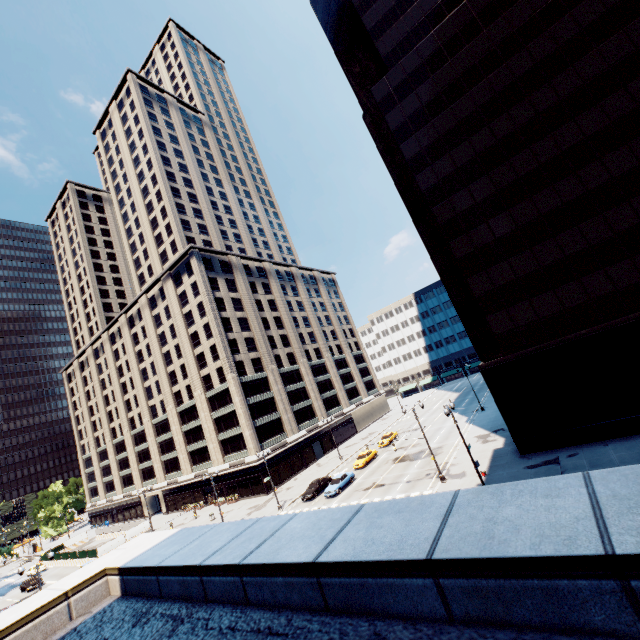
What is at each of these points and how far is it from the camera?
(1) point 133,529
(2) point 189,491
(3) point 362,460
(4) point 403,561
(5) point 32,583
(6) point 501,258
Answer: (1) fence, 52.2 meters
(2) building, 59.9 meters
(3) vehicle, 44.9 meters
(4) building, 2.5 meters
(5) vehicle, 47.1 meters
(6) building, 29.1 meters

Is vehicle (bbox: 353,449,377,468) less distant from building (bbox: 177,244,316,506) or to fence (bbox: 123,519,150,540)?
building (bbox: 177,244,316,506)

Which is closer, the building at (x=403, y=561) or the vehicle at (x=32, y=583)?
the building at (x=403, y=561)

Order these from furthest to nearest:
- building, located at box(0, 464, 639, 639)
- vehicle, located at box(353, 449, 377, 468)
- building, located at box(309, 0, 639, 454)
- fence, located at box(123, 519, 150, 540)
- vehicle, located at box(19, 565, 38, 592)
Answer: fence, located at box(123, 519, 150, 540) → vehicle, located at box(19, 565, 38, 592) → vehicle, located at box(353, 449, 377, 468) → building, located at box(309, 0, 639, 454) → building, located at box(0, 464, 639, 639)

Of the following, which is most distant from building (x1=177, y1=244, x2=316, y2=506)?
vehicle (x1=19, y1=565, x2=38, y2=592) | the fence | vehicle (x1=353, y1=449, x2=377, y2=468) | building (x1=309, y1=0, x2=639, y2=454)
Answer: building (x1=309, y1=0, x2=639, y2=454)

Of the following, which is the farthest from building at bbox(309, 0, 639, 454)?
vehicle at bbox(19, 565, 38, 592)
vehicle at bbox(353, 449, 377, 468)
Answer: vehicle at bbox(19, 565, 38, 592)

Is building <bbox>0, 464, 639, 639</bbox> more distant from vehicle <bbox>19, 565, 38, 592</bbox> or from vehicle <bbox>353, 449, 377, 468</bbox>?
vehicle <bbox>19, 565, 38, 592</bbox>

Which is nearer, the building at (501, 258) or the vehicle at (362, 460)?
the building at (501, 258)
